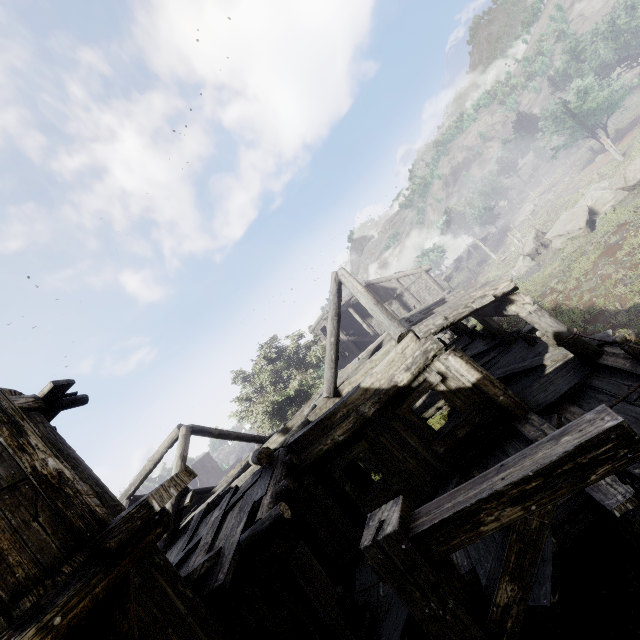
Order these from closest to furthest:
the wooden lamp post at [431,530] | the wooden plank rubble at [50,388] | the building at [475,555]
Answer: the wooden lamp post at [431,530]
the building at [475,555]
the wooden plank rubble at [50,388]

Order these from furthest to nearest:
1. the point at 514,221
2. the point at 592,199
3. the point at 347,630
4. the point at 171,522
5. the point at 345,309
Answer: the point at 514,221 → the point at 345,309 → the point at 592,199 → the point at 347,630 → the point at 171,522

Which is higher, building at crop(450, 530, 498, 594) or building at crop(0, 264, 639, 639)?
building at crop(0, 264, 639, 639)

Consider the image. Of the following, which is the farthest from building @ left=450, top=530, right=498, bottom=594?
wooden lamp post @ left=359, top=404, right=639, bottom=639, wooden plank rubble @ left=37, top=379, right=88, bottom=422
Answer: wooden lamp post @ left=359, top=404, right=639, bottom=639

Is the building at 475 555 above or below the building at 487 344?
below

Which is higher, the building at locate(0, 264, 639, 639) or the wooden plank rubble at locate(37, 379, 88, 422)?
the wooden plank rubble at locate(37, 379, 88, 422)

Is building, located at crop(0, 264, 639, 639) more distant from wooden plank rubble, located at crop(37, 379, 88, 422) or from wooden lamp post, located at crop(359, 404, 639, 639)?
wooden lamp post, located at crop(359, 404, 639, 639)

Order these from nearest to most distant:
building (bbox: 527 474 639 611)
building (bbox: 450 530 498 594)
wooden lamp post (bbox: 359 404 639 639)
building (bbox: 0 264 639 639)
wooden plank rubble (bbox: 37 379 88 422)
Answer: wooden lamp post (bbox: 359 404 639 639)
building (bbox: 0 264 639 639)
building (bbox: 527 474 639 611)
building (bbox: 450 530 498 594)
wooden plank rubble (bbox: 37 379 88 422)
